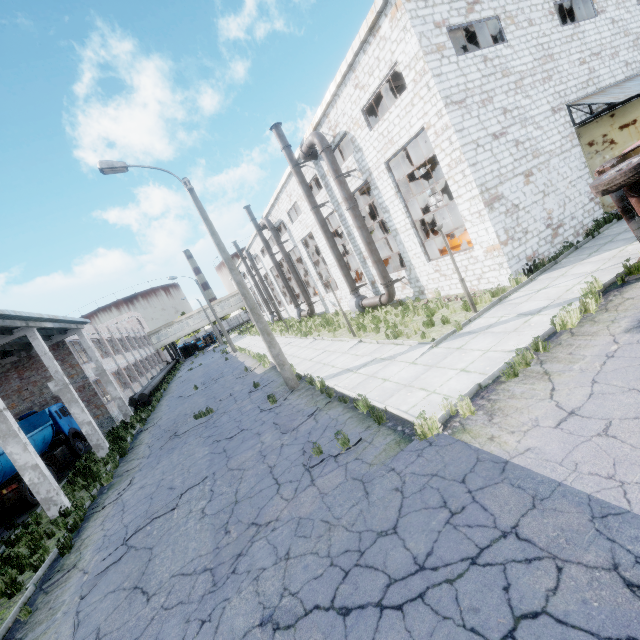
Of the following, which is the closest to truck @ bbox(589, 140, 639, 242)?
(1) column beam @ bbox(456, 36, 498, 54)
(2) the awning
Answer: (2) the awning

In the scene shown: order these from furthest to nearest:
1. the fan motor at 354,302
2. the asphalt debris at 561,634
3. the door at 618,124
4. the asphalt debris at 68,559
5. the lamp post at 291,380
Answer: the fan motor at 354,302 → the door at 618,124 → the lamp post at 291,380 → the asphalt debris at 68,559 → the asphalt debris at 561,634

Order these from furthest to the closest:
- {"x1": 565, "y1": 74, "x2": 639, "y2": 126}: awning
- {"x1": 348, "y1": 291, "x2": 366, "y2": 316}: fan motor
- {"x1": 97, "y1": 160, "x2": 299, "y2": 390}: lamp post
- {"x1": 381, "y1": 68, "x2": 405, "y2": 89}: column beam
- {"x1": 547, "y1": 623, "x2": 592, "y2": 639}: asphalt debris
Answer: {"x1": 348, "y1": 291, "x2": 366, "y2": 316}: fan motor, {"x1": 381, "y1": 68, "x2": 405, "y2": 89}: column beam, {"x1": 565, "y1": 74, "x2": 639, "y2": 126}: awning, {"x1": 97, "y1": 160, "x2": 299, "y2": 390}: lamp post, {"x1": 547, "y1": 623, "x2": 592, "y2": 639}: asphalt debris

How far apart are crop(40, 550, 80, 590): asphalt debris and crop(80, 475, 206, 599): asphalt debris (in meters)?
0.80

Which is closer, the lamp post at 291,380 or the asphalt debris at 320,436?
the asphalt debris at 320,436

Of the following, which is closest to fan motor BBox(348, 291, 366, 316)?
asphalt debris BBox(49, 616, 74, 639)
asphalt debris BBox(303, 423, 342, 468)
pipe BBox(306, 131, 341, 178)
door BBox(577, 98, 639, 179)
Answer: pipe BBox(306, 131, 341, 178)

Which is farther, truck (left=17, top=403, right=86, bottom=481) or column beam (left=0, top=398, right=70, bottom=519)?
truck (left=17, top=403, right=86, bottom=481)

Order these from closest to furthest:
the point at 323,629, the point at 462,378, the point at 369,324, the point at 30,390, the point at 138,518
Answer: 1. the point at 323,629
2. the point at 462,378
3. the point at 138,518
4. the point at 369,324
5. the point at 30,390
